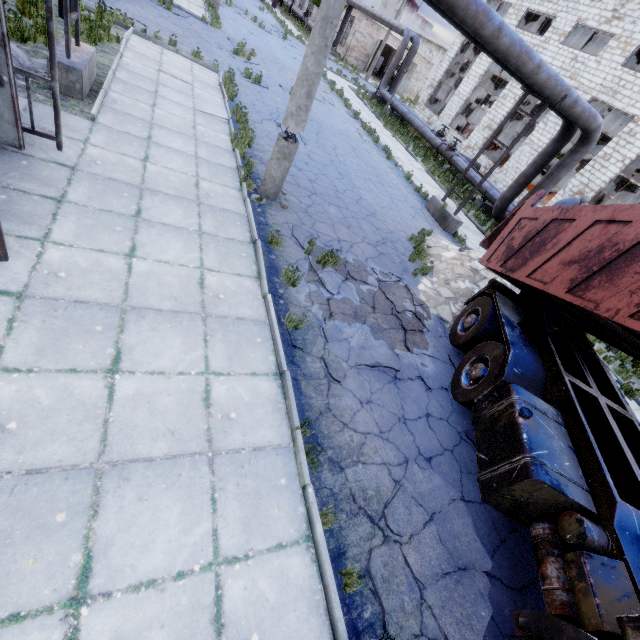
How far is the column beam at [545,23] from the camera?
26.2 meters

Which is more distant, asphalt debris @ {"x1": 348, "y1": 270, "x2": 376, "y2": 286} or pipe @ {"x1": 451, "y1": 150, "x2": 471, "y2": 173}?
pipe @ {"x1": 451, "y1": 150, "x2": 471, "y2": 173}

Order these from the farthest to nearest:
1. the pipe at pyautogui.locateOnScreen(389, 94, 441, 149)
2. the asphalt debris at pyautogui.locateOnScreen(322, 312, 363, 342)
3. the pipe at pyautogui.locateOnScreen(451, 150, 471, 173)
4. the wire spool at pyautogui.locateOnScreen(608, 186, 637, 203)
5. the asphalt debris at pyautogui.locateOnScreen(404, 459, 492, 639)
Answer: the pipe at pyautogui.locateOnScreen(389, 94, 441, 149) → the wire spool at pyautogui.locateOnScreen(608, 186, 637, 203) → the pipe at pyautogui.locateOnScreen(451, 150, 471, 173) → the asphalt debris at pyautogui.locateOnScreen(322, 312, 363, 342) → the asphalt debris at pyautogui.locateOnScreen(404, 459, 492, 639)

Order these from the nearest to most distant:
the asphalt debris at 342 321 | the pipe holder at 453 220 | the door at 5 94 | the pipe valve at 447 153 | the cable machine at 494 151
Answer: the door at 5 94, the asphalt debris at 342 321, the pipe holder at 453 220, the pipe valve at 447 153, the cable machine at 494 151

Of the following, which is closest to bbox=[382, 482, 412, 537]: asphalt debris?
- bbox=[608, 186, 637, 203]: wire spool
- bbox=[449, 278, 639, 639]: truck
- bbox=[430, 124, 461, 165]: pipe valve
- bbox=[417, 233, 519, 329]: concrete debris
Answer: bbox=[449, 278, 639, 639]: truck

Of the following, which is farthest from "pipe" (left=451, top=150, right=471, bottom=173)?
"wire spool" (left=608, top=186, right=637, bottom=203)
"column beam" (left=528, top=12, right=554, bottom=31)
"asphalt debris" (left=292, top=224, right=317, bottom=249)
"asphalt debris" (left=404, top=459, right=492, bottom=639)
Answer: "column beam" (left=528, top=12, right=554, bottom=31)

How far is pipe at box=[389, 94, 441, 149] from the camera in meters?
21.6

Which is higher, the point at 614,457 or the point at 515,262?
the point at 515,262
